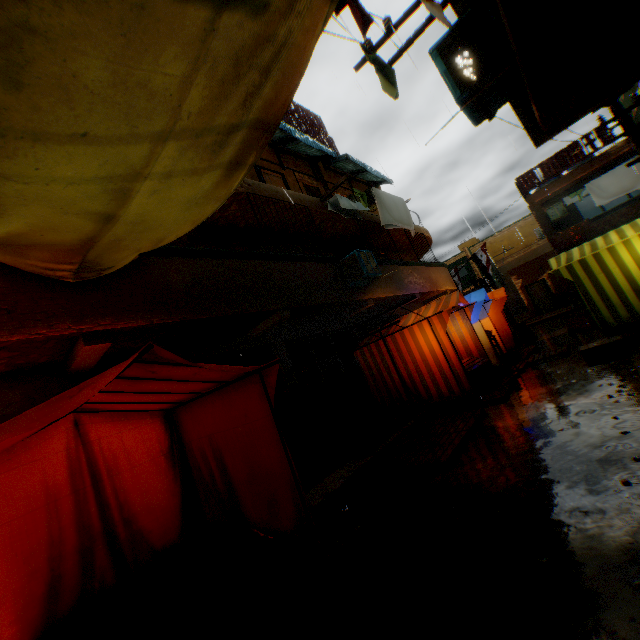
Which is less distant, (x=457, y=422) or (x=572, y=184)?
(x=457, y=422)

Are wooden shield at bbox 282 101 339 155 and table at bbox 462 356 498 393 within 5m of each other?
no

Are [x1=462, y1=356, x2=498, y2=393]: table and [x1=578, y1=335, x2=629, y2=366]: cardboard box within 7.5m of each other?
yes

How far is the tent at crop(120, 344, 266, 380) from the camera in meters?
2.9 m

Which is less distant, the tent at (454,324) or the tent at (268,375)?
the tent at (268,375)

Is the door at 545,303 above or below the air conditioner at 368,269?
below

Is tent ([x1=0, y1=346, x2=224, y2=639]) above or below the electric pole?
below

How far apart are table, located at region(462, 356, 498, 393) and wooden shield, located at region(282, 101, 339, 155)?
10.4m
